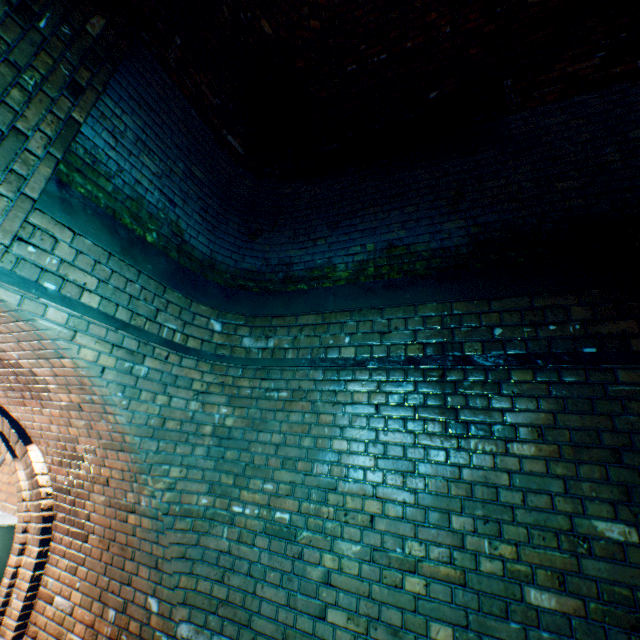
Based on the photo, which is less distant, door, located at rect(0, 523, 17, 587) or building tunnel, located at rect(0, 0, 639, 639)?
building tunnel, located at rect(0, 0, 639, 639)

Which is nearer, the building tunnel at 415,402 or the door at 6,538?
the building tunnel at 415,402

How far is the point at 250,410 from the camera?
2.9 meters

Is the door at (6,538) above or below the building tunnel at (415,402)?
below

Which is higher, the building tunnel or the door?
the building tunnel
